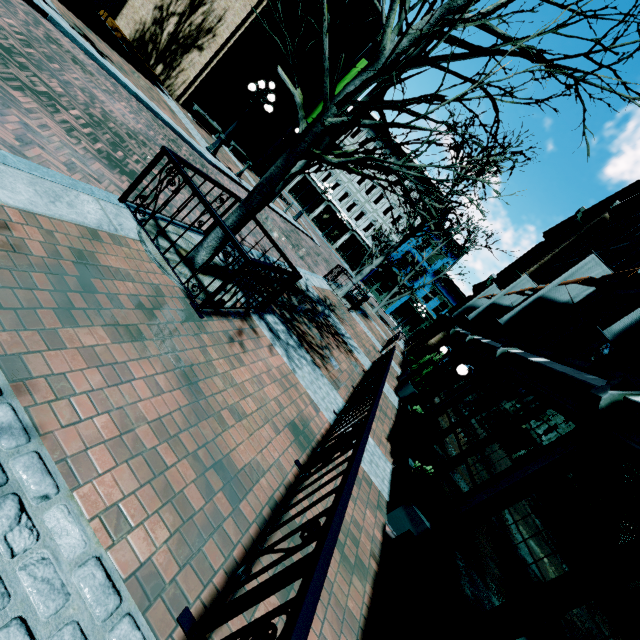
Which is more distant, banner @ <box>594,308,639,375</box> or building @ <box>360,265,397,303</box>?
building @ <box>360,265,397,303</box>

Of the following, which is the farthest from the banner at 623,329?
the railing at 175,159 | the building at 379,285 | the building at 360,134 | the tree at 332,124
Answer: the building at 360,134

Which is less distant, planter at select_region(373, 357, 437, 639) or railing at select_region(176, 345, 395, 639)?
railing at select_region(176, 345, 395, 639)

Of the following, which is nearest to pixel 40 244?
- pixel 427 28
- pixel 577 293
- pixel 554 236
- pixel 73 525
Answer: pixel 73 525

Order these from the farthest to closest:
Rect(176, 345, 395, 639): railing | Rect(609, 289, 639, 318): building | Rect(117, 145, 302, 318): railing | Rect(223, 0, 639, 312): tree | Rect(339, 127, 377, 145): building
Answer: Rect(339, 127, 377, 145): building, Rect(609, 289, 639, 318): building, Rect(117, 145, 302, 318): railing, Rect(223, 0, 639, 312): tree, Rect(176, 345, 395, 639): railing

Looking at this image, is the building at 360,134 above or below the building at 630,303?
above

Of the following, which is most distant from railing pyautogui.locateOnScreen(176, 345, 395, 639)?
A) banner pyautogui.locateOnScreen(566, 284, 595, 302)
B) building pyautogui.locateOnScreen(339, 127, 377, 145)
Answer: building pyautogui.locateOnScreen(339, 127, 377, 145)

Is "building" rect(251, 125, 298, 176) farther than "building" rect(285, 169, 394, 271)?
No
